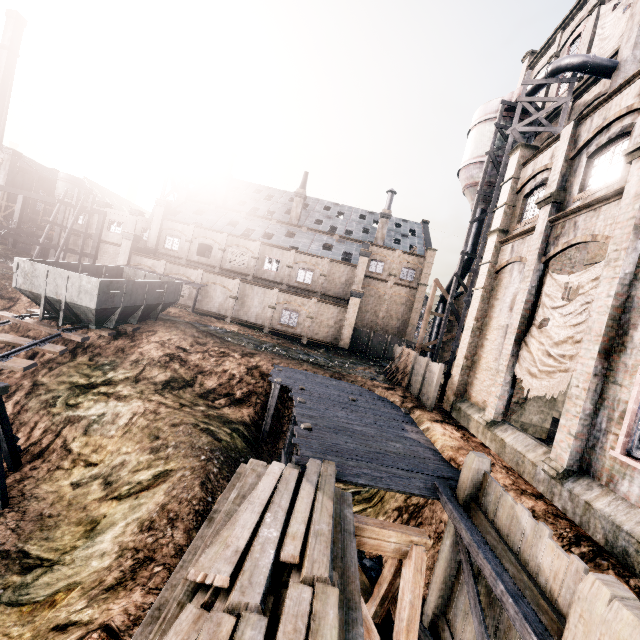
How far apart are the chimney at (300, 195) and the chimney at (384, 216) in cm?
1078

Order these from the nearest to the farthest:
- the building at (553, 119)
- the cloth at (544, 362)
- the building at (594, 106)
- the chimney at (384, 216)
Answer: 1. the building at (594, 106)
2. the cloth at (544, 362)
3. the building at (553, 119)
4. the chimney at (384, 216)

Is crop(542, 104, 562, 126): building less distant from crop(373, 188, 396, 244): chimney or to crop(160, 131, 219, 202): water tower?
crop(373, 188, 396, 244): chimney

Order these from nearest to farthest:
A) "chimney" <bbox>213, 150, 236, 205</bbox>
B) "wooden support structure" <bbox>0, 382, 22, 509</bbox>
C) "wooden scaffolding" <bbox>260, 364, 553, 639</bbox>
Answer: "wooden scaffolding" <bbox>260, 364, 553, 639</bbox>
"wooden support structure" <bbox>0, 382, 22, 509</bbox>
"chimney" <bbox>213, 150, 236, 205</bbox>

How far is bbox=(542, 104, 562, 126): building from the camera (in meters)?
23.97

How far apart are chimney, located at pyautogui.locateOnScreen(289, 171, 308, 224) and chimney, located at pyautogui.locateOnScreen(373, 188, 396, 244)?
10.78m

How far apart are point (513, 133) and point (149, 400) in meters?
27.2
